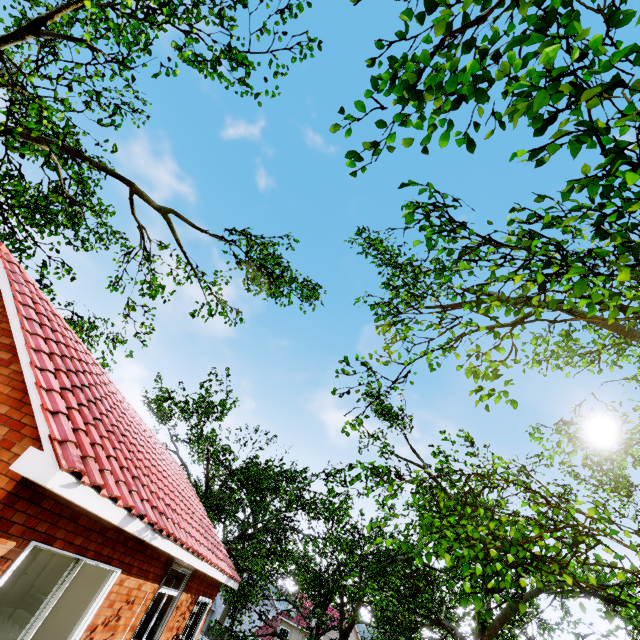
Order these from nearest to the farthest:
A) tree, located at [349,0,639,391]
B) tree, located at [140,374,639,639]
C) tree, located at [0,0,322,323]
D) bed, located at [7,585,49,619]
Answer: tree, located at [349,0,639,391] < tree, located at [140,374,639,639] < tree, located at [0,0,322,323] < bed, located at [7,585,49,619]

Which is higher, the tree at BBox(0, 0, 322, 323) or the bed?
the tree at BBox(0, 0, 322, 323)

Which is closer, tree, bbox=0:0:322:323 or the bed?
tree, bbox=0:0:322:323

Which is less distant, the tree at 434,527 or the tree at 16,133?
the tree at 434,527

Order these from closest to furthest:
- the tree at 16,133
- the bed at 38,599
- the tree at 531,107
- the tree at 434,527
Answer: the tree at 531,107
the tree at 434,527
the tree at 16,133
the bed at 38,599

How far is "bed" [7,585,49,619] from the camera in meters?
→ 9.0 m

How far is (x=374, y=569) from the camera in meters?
14.3 m
